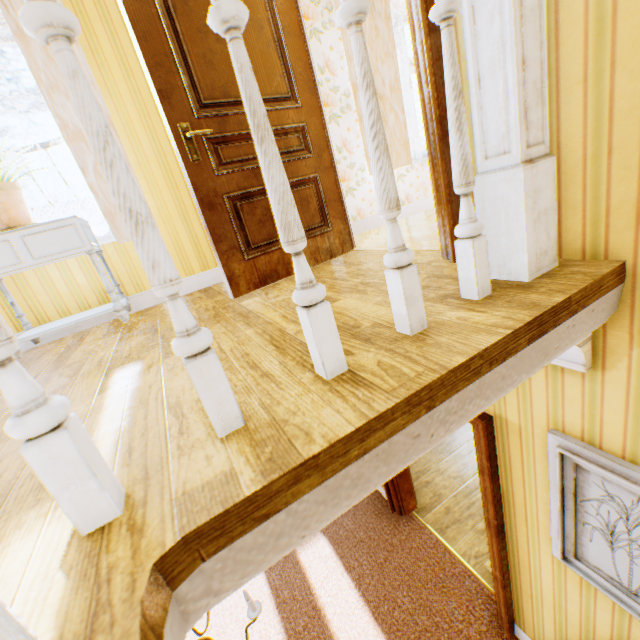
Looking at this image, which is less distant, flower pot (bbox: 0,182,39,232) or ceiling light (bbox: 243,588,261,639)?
ceiling light (bbox: 243,588,261,639)

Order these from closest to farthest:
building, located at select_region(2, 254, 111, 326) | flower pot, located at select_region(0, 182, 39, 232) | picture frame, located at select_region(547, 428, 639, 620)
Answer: picture frame, located at select_region(547, 428, 639, 620) < flower pot, located at select_region(0, 182, 39, 232) < building, located at select_region(2, 254, 111, 326)

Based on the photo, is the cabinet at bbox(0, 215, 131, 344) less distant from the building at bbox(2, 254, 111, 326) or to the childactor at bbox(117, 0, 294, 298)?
the building at bbox(2, 254, 111, 326)

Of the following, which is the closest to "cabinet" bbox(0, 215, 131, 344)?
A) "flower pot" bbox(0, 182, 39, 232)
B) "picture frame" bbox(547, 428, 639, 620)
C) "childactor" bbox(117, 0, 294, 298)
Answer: "flower pot" bbox(0, 182, 39, 232)

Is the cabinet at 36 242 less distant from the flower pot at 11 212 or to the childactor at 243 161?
the flower pot at 11 212

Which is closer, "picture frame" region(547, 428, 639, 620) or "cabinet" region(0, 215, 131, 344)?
"picture frame" region(547, 428, 639, 620)

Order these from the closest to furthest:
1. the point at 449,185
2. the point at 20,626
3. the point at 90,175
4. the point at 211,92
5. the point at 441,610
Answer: the point at 20,626, the point at 449,185, the point at 211,92, the point at 90,175, the point at 441,610

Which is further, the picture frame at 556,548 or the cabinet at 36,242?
the cabinet at 36,242
